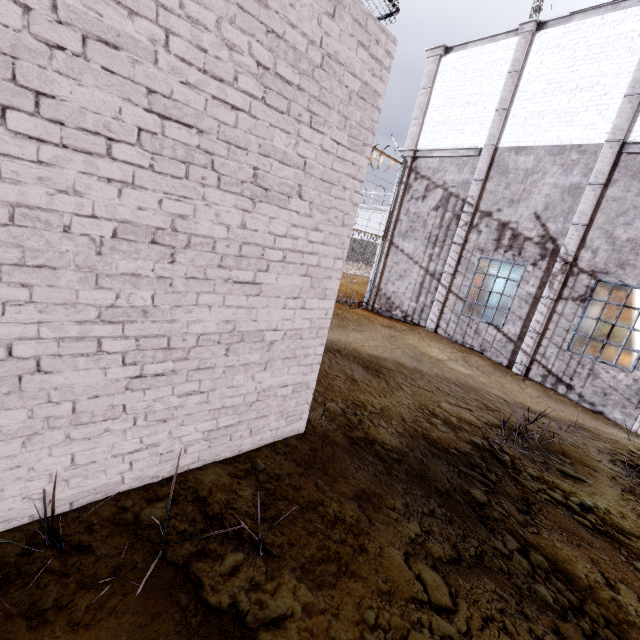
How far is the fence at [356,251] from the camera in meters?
11.8 m

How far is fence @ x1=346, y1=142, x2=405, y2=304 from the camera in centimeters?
1177cm

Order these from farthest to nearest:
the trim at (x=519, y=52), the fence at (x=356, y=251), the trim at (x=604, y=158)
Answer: the fence at (x=356, y=251), the trim at (x=519, y=52), the trim at (x=604, y=158)

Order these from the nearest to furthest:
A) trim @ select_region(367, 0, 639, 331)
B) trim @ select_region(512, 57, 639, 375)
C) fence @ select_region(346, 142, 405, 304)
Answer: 1. trim @ select_region(512, 57, 639, 375)
2. trim @ select_region(367, 0, 639, 331)
3. fence @ select_region(346, 142, 405, 304)

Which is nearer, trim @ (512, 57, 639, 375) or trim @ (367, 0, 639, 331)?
trim @ (512, 57, 639, 375)

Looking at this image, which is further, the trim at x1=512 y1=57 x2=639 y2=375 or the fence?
the fence

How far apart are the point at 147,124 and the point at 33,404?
1.8 meters
